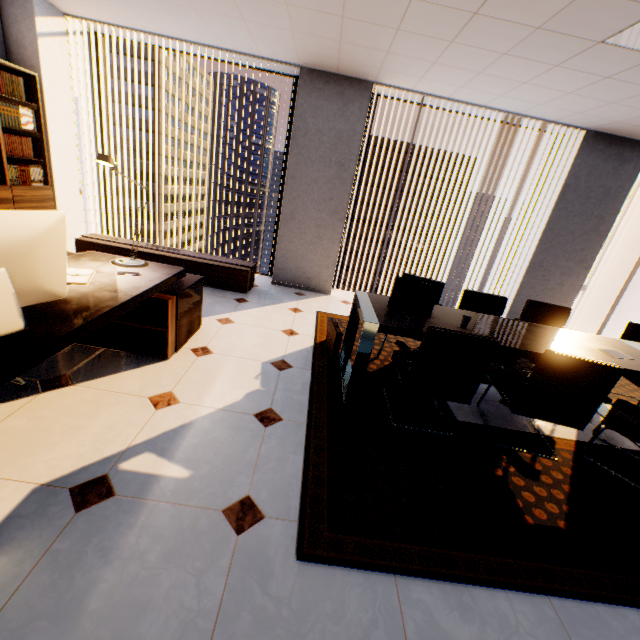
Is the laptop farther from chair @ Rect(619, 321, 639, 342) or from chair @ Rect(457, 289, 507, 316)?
chair @ Rect(619, 321, 639, 342)

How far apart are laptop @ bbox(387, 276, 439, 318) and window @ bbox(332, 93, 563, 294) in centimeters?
275cm

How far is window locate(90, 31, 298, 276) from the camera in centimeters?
454cm

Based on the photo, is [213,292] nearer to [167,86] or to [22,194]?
[22,194]

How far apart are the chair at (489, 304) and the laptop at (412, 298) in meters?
0.6

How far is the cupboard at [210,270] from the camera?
4.5m

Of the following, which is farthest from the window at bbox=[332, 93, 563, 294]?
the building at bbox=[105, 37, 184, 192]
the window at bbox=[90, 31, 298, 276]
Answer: the building at bbox=[105, 37, 184, 192]

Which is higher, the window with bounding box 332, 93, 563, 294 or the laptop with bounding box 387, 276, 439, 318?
the window with bounding box 332, 93, 563, 294
